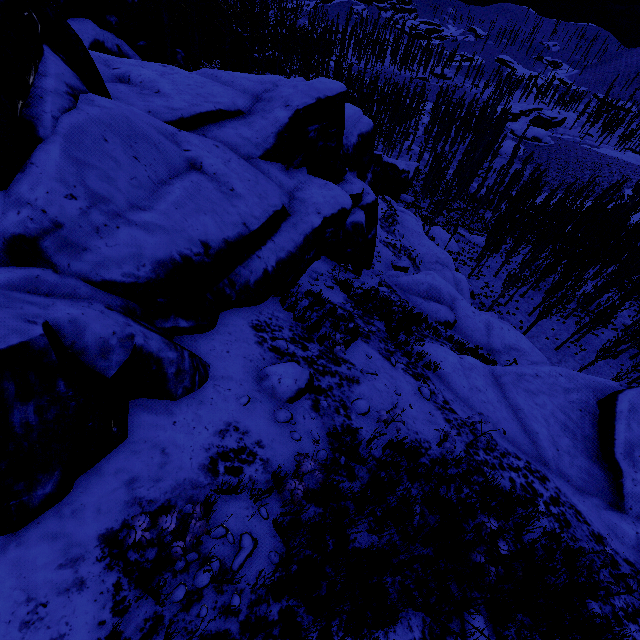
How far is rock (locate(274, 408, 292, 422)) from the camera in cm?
538

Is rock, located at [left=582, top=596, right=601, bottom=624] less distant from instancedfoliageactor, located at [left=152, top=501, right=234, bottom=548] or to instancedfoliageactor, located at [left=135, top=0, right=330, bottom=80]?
instancedfoliageactor, located at [left=152, top=501, right=234, bottom=548]

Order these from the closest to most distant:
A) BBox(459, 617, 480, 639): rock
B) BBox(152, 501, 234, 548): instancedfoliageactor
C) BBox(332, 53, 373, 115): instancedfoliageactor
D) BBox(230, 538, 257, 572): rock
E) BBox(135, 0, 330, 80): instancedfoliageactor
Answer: BBox(152, 501, 234, 548): instancedfoliageactor → BBox(230, 538, 257, 572): rock → BBox(459, 617, 480, 639): rock → BBox(135, 0, 330, 80): instancedfoliageactor → BBox(332, 53, 373, 115): instancedfoliageactor

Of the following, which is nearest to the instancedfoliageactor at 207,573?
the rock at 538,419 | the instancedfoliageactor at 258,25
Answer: the rock at 538,419

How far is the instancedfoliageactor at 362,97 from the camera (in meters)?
39.11

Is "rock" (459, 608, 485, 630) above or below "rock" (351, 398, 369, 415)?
above

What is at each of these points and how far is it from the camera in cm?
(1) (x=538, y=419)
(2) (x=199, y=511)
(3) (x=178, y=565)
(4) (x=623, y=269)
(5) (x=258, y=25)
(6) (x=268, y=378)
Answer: (1) rock, 1053
(2) instancedfoliageactor, 292
(3) instancedfoliageactor, 321
(4) instancedfoliageactor, 3033
(5) instancedfoliageactor, 4412
(6) rock, 585

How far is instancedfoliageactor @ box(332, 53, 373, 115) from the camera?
39.11m
